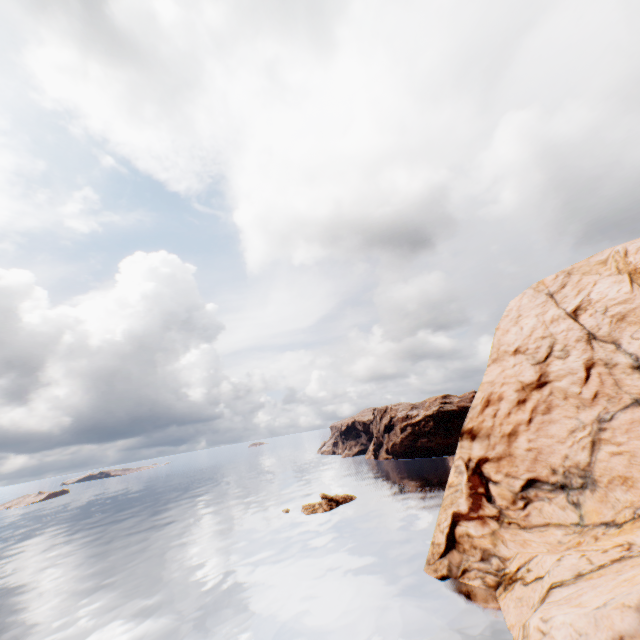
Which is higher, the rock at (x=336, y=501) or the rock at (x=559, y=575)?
the rock at (x=559, y=575)

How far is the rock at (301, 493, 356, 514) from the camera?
54.6m

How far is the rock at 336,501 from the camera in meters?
54.6 m

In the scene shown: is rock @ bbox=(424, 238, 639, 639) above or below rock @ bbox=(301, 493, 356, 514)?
above

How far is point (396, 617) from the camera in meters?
24.3

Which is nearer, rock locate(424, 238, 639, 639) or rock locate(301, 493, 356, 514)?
rock locate(424, 238, 639, 639)
